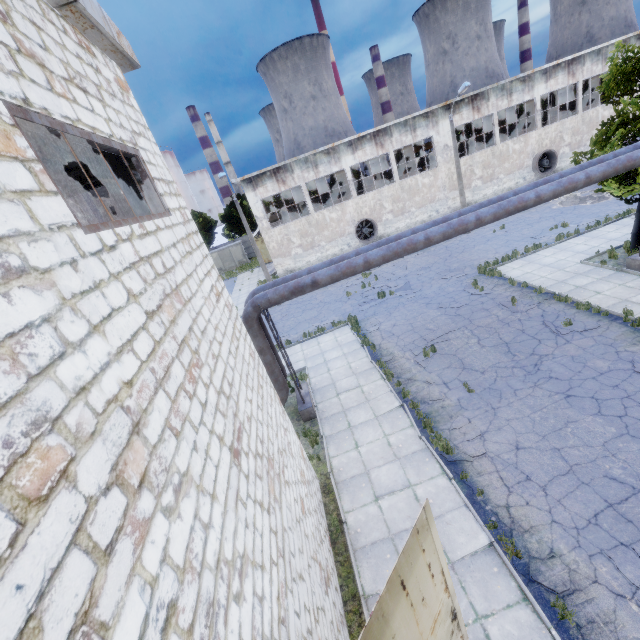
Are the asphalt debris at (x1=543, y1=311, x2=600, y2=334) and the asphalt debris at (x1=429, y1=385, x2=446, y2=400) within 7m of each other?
yes

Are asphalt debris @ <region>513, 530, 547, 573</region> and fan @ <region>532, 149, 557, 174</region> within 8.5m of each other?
no

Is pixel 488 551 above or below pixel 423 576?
below

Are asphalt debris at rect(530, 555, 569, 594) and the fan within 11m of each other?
no

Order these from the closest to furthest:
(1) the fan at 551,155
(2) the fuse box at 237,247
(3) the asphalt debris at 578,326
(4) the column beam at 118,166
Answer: (4) the column beam at 118,166
(3) the asphalt debris at 578,326
(1) the fan at 551,155
(2) the fuse box at 237,247

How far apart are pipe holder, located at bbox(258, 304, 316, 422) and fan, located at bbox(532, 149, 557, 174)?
30.84m

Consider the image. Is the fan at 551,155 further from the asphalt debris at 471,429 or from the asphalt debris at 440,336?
the asphalt debris at 471,429

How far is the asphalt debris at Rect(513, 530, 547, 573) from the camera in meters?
6.6
